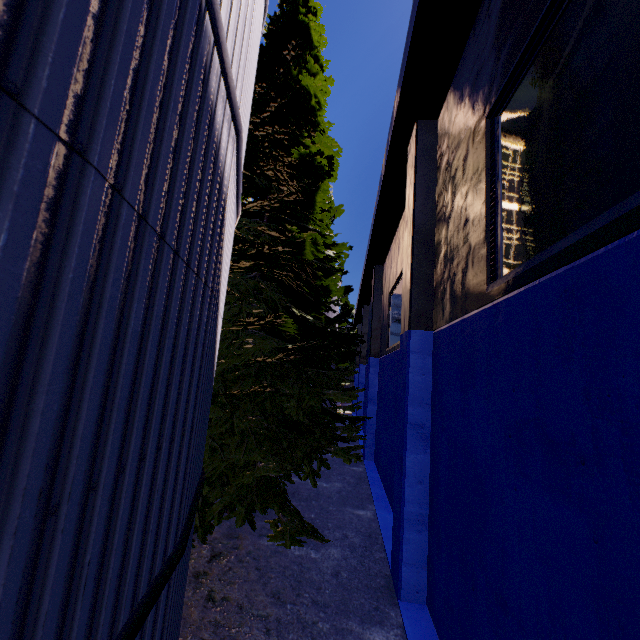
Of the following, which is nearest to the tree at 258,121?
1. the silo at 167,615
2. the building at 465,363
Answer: the silo at 167,615

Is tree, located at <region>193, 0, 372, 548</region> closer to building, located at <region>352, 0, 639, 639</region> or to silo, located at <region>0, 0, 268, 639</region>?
silo, located at <region>0, 0, 268, 639</region>

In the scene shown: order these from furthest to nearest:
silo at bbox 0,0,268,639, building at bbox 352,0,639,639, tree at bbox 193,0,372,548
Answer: tree at bbox 193,0,372,548 < building at bbox 352,0,639,639 < silo at bbox 0,0,268,639

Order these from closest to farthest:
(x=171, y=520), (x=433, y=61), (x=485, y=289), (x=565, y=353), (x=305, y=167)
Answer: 1. (x=171, y=520)
2. (x=565, y=353)
3. (x=485, y=289)
4. (x=433, y=61)
5. (x=305, y=167)

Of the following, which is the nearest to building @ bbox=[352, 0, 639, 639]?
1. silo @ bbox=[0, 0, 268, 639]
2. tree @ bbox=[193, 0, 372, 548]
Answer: tree @ bbox=[193, 0, 372, 548]

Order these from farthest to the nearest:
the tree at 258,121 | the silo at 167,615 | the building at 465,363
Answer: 1. the tree at 258,121
2. the building at 465,363
3. the silo at 167,615
